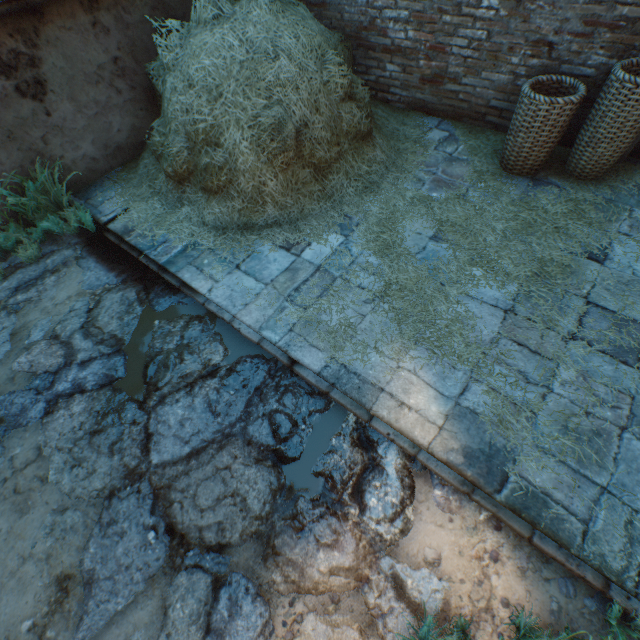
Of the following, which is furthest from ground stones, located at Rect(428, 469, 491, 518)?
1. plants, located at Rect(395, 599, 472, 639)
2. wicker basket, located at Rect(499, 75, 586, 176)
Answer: wicker basket, located at Rect(499, 75, 586, 176)

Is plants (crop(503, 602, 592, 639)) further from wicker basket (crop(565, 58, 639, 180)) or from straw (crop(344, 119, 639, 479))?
wicker basket (crop(565, 58, 639, 180))

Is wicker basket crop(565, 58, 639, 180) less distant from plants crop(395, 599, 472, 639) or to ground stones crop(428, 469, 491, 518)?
ground stones crop(428, 469, 491, 518)

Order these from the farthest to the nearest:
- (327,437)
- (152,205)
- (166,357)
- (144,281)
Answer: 1. (152,205)
2. (144,281)
3. (166,357)
4. (327,437)

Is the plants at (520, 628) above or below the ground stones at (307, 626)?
above

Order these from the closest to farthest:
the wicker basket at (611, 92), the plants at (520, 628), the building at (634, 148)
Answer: the plants at (520, 628)
the wicker basket at (611, 92)
the building at (634, 148)

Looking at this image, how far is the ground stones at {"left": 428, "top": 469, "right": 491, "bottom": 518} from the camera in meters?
2.0 m

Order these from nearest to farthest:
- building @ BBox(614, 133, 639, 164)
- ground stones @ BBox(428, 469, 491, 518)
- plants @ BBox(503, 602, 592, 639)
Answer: plants @ BBox(503, 602, 592, 639) < ground stones @ BBox(428, 469, 491, 518) < building @ BBox(614, 133, 639, 164)
